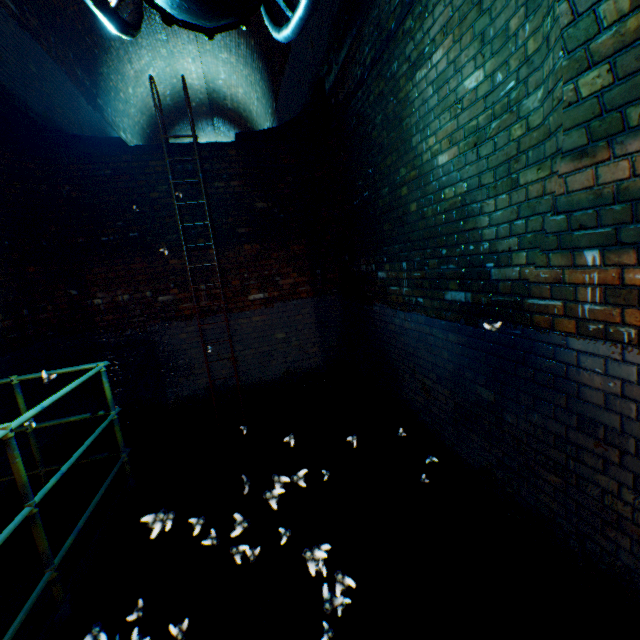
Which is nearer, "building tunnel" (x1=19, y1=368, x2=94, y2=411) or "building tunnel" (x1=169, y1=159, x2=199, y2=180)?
"building tunnel" (x1=19, y1=368, x2=94, y2=411)

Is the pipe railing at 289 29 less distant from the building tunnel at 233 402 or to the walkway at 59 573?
the building tunnel at 233 402

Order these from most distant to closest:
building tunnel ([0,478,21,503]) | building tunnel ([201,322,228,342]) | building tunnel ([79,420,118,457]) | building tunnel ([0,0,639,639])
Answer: building tunnel ([201,322,228,342]) → building tunnel ([79,420,118,457]) → building tunnel ([0,478,21,503]) → building tunnel ([0,0,639,639])

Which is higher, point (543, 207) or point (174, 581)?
point (543, 207)

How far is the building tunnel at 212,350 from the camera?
5.5 meters

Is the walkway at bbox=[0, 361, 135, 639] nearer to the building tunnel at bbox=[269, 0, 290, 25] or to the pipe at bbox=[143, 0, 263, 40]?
the building tunnel at bbox=[269, 0, 290, 25]

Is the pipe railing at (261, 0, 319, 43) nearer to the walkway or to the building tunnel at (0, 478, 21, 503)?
the building tunnel at (0, 478, 21, 503)
